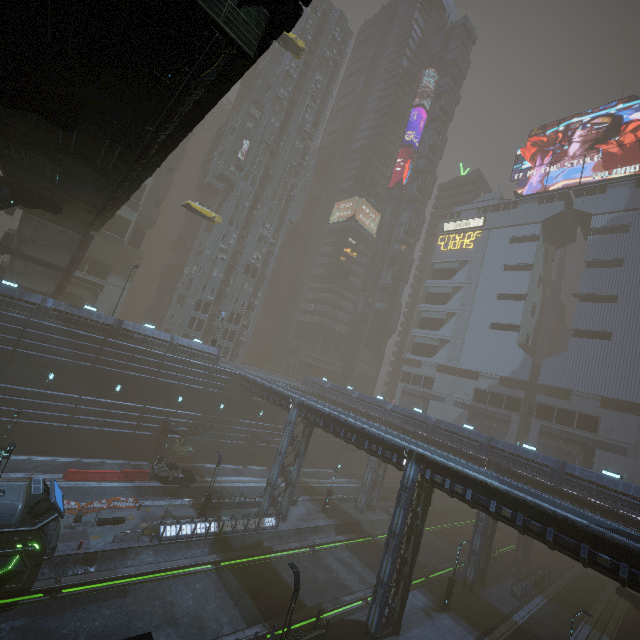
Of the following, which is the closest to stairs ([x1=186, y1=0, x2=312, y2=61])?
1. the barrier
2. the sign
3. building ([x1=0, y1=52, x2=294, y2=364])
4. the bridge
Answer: the bridge

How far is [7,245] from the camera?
29.7m

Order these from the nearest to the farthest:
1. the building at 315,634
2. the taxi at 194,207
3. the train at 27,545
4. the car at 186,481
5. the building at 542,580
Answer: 1. the train at 27,545
2. the building at 315,634
3. the car at 186,481
4. the building at 542,580
5. the taxi at 194,207

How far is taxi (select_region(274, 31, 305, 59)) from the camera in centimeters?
3350cm

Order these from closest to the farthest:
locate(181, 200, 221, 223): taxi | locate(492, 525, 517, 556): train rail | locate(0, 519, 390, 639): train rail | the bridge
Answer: the bridge, locate(0, 519, 390, 639): train rail, locate(181, 200, 221, 223): taxi, locate(492, 525, 517, 556): train rail

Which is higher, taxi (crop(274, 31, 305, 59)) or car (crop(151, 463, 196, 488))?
taxi (crop(274, 31, 305, 59))

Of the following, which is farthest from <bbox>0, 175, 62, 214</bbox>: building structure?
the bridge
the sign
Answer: the sign

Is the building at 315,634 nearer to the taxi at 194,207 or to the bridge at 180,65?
the bridge at 180,65
